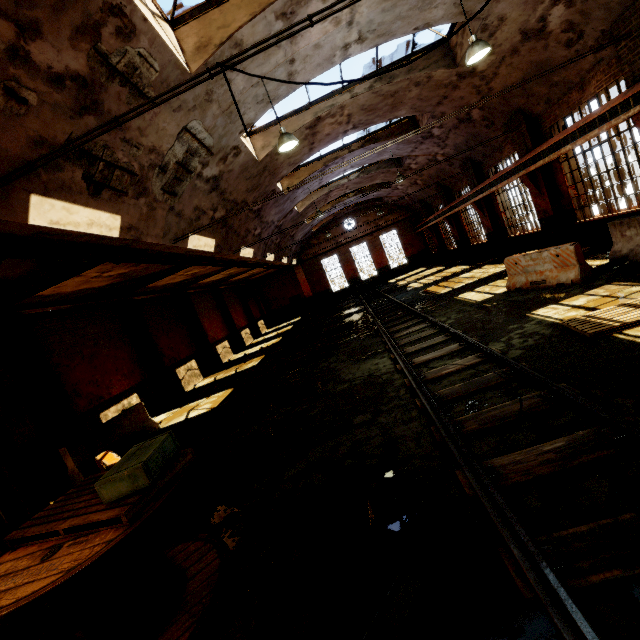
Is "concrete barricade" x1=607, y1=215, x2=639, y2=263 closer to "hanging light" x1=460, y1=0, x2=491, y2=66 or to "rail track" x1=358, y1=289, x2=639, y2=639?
"rail track" x1=358, y1=289, x2=639, y2=639

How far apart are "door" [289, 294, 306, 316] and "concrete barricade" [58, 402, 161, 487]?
23.56m

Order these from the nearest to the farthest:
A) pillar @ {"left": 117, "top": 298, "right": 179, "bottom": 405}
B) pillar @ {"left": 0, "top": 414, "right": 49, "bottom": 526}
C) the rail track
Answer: the rail track, pillar @ {"left": 0, "top": 414, "right": 49, "bottom": 526}, pillar @ {"left": 117, "top": 298, "right": 179, "bottom": 405}

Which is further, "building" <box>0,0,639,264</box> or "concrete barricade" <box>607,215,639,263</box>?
"concrete barricade" <box>607,215,639,263</box>

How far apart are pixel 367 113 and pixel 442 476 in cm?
1289

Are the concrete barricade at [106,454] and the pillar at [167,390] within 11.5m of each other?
yes

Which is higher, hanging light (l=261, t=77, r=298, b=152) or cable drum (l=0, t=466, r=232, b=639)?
Result: hanging light (l=261, t=77, r=298, b=152)

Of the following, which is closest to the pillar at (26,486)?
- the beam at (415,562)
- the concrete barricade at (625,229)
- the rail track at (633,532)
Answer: the beam at (415,562)
